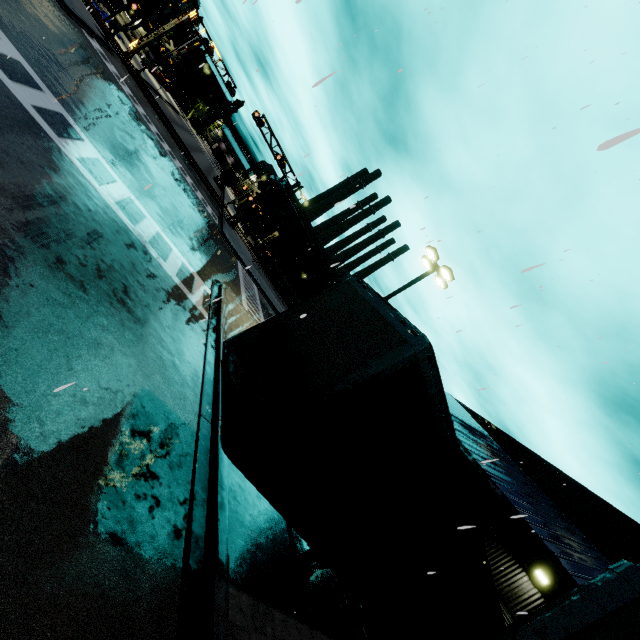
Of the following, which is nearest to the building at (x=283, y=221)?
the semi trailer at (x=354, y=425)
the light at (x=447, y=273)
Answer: the semi trailer at (x=354, y=425)

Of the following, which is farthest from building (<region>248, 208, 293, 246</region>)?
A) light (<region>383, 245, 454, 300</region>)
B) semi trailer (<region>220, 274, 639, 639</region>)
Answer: light (<region>383, 245, 454, 300</region>)

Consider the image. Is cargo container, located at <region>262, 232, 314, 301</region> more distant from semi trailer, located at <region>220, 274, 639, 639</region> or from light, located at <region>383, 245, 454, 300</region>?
light, located at <region>383, 245, 454, 300</region>

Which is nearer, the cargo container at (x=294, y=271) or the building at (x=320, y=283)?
the cargo container at (x=294, y=271)

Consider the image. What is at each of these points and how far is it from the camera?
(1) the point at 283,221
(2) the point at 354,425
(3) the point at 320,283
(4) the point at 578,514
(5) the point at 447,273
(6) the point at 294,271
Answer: (1) building, 59.59m
(2) semi trailer, 4.24m
(3) building, 58.00m
(4) building, 13.95m
(5) light, 15.48m
(6) cargo container, 45.62m

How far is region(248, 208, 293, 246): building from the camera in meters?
56.4

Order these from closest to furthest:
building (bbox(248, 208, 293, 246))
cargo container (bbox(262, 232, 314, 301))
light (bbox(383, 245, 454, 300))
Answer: light (bbox(383, 245, 454, 300)) → cargo container (bbox(262, 232, 314, 301)) → building (bbox(248, 208, 293, 246))
